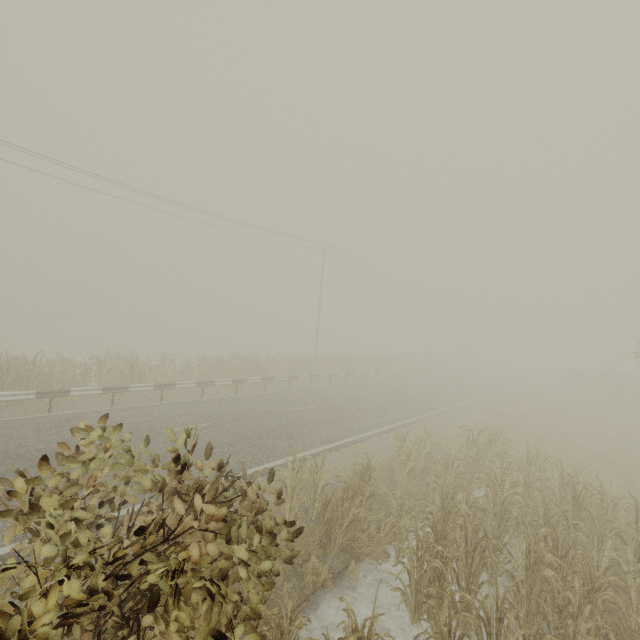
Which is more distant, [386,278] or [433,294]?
[433,294]

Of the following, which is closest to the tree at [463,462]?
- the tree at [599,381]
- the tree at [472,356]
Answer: the tree at [472,356]

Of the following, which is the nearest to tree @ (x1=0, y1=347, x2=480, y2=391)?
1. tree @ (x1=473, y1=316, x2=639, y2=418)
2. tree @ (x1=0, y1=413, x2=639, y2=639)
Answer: tree @ (x1=0, y1=413, x2=639, y2=639)

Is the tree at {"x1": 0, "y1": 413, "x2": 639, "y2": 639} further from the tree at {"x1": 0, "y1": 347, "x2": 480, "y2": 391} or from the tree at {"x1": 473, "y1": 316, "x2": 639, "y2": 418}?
the tree at {"x1": 473, "y1": 316, "x2": 639, "y2": 418}

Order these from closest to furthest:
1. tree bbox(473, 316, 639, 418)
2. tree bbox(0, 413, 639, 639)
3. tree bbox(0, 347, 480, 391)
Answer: tree bbox(0, 413, 639, 639) < tree bbox(0, 347, 480, 391) < tree bbox(473, 316, 639, 418)

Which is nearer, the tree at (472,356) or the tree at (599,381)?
the tree at (472,356)
